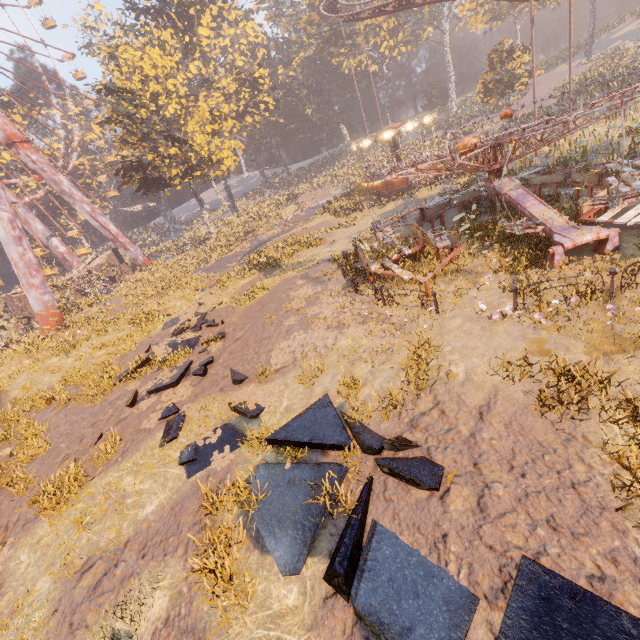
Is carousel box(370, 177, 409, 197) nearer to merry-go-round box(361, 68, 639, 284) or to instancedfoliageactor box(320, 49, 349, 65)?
instancedfoliageactor box(320, 49, 349, 65)

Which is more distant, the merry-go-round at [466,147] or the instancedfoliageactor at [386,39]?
the instancedfoliageactor at [386,39]

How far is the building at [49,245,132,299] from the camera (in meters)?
32.00

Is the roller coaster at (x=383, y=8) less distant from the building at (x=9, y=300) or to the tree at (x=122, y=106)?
the tree at (x=122, y=106)

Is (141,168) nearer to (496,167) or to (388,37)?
(496,167)

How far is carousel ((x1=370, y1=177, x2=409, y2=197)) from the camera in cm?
2959

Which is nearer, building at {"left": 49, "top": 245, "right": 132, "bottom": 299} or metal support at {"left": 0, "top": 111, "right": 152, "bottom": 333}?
metal support at {"left": 0, "top": 111, "right": 152, "bottom": 333}

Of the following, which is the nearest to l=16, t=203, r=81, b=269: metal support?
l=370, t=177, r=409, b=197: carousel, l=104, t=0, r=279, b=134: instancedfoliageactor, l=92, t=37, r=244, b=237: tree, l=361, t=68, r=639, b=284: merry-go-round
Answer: l=92, t=37, r=244, b=237: tree
